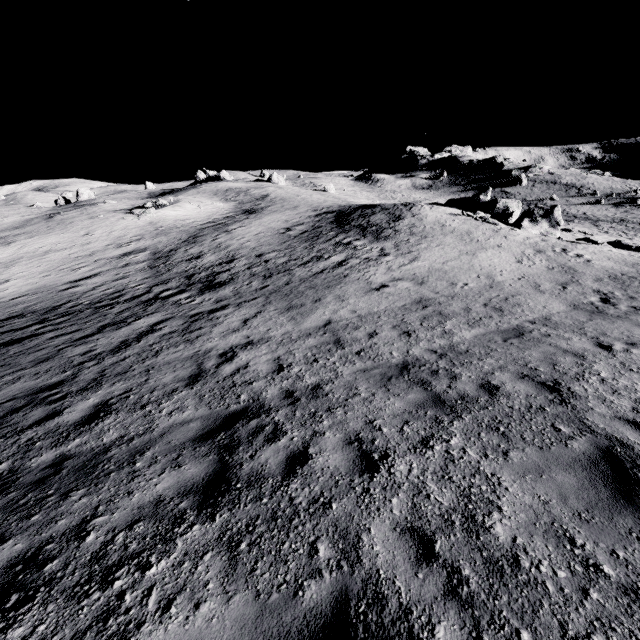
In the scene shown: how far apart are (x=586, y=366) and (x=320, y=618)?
7.3 meters
